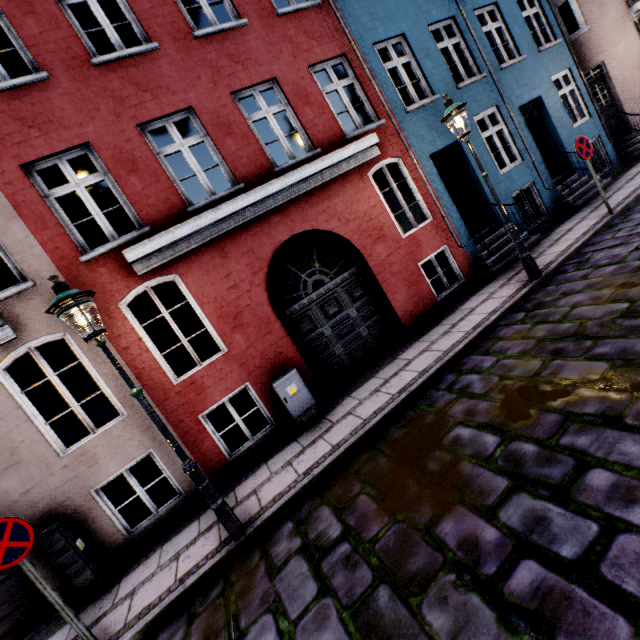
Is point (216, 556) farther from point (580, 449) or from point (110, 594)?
point (580, 449)

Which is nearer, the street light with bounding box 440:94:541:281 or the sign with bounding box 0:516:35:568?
the sign with bounding box 0:516:35:568

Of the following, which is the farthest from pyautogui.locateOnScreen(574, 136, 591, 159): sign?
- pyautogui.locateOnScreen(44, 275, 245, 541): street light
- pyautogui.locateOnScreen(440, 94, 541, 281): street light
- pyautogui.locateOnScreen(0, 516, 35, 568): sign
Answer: pyautogui.locateOnScreen(0, 516, 35, 568): sign

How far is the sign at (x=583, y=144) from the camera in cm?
716

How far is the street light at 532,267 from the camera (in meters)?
5.93

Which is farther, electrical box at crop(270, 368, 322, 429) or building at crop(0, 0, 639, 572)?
electrical box at crop(270, 368, 322, 429)

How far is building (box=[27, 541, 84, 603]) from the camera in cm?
504

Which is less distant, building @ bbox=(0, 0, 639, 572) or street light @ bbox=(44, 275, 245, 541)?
street light @ bbox=(44, 275, 245, 541)
